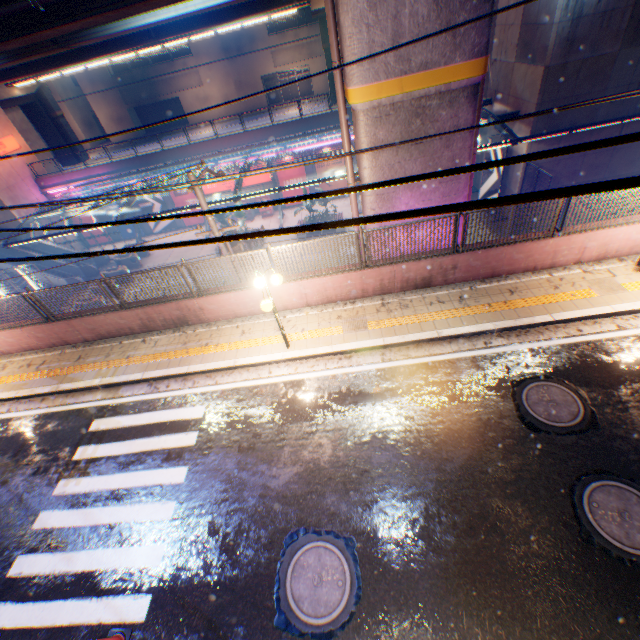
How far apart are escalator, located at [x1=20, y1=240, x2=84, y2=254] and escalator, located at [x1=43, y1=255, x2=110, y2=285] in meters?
1.4

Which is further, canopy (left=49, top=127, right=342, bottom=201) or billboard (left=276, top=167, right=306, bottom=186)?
billboard (left=276, top=167, right=306, bottom=186)

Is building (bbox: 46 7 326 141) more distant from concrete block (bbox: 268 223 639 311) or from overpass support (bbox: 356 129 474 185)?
concrete block (bbox: 268 223 639 311)

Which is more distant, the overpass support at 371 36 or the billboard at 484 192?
the billboard at 484 192

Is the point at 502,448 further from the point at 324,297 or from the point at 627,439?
the point at 324,297

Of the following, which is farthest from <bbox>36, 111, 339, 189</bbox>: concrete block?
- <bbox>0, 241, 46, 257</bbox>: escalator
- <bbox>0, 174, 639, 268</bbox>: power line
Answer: <bbox>0, 174, 639, 268</bbox>: power line

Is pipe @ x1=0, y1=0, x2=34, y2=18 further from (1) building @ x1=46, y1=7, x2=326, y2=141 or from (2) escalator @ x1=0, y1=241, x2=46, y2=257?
(1) building @ x1=46, y1=7, x2=326, y2=141

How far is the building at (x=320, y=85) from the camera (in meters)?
41.31
